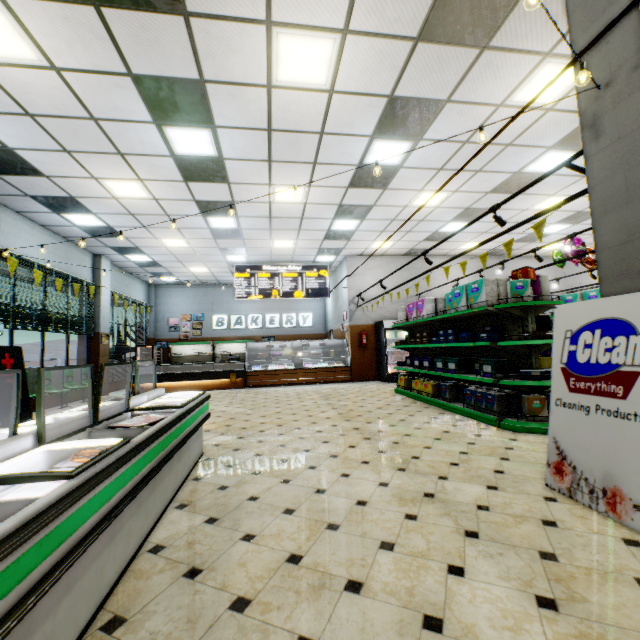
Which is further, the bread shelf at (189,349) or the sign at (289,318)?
the sign at (289,318)

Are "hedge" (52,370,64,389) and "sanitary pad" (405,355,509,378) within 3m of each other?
no

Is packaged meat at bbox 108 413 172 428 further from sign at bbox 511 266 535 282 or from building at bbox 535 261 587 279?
sign at bbox 511 266 535 282

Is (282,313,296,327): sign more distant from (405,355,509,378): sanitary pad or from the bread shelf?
(405,355,509,378): sanitary pad

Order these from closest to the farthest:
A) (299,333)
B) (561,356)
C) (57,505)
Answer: (57,505) → (561,356) → (299,333)

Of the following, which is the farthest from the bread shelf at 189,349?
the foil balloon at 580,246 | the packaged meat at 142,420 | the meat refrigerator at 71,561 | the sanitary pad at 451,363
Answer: the packaged meat at 142,420

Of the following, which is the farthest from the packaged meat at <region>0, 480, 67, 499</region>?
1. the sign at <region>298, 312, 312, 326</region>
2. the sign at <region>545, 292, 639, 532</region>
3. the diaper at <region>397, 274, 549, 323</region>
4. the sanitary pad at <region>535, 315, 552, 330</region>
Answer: the sign at <region>298, 312, 312, 326</region>

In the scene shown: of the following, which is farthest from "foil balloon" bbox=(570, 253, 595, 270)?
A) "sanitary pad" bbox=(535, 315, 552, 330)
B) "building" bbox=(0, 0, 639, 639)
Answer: "sanitary pad" bbox=(535, 315, 552, 330)
